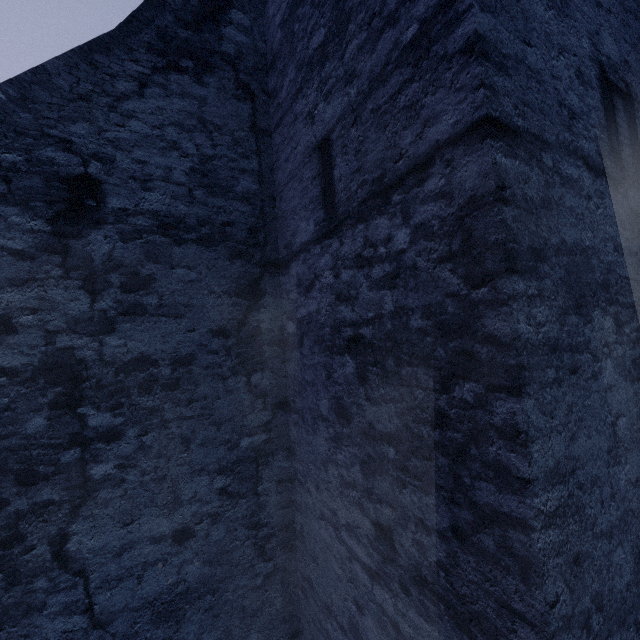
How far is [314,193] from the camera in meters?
2.9
